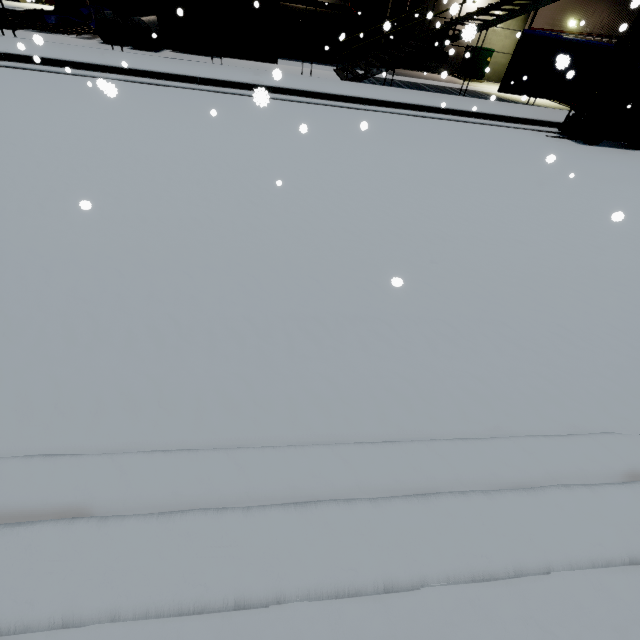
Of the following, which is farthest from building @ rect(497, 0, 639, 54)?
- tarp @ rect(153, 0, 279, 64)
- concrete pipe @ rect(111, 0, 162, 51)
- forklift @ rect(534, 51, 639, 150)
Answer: forklift @ rect(534, 51, 639, 150)

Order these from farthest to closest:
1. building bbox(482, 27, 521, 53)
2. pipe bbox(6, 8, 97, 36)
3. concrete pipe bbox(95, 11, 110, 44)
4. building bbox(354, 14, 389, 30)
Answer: building bbox(482, 27, 521, 53) → building bbox(354, 14, 389, 30) → pipe bbox(6, 8, 97, 36) → concrete pipe bbox(95, 11, 110, 44)

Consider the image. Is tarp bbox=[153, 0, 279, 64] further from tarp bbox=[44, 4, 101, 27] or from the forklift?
tarp bbox=[44, 4, 101, 27]

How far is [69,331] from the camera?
2.54m

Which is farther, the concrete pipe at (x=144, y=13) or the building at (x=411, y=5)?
the building at (x=411, y=5)

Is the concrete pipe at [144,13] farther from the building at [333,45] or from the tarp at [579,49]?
the tarp at [579,49]

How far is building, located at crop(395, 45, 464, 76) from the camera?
18.39m

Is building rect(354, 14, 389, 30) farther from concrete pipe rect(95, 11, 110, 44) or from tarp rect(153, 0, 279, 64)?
tarp rect(153, 0, 279, 64)
